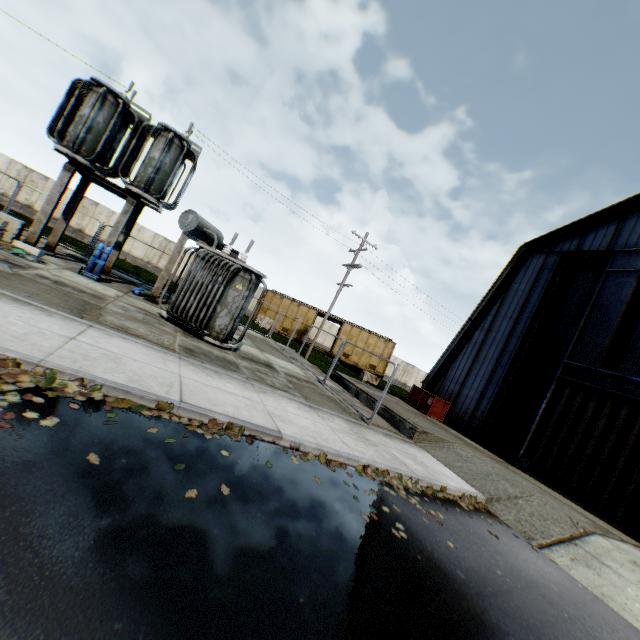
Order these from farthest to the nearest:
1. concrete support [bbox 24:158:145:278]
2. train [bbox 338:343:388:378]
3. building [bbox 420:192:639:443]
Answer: train [bbox 338:343:388:378] < building [bbox 420:192:639:443] < concrete support [bbox 24:158:145:278]

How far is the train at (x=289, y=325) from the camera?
29.0 meters

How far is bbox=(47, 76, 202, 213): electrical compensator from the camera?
11.5 meters

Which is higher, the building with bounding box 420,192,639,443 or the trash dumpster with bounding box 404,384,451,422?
the building with bounding box 420,192,639,443

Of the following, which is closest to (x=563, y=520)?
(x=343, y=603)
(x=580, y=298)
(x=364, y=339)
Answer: (x=343, y=603)

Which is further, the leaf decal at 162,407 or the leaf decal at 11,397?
the leaf decal at 162,407

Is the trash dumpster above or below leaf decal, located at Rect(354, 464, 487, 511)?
above

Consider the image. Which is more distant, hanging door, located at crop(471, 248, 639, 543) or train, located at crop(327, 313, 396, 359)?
train, located at crop(327, 313, 396, 359)
